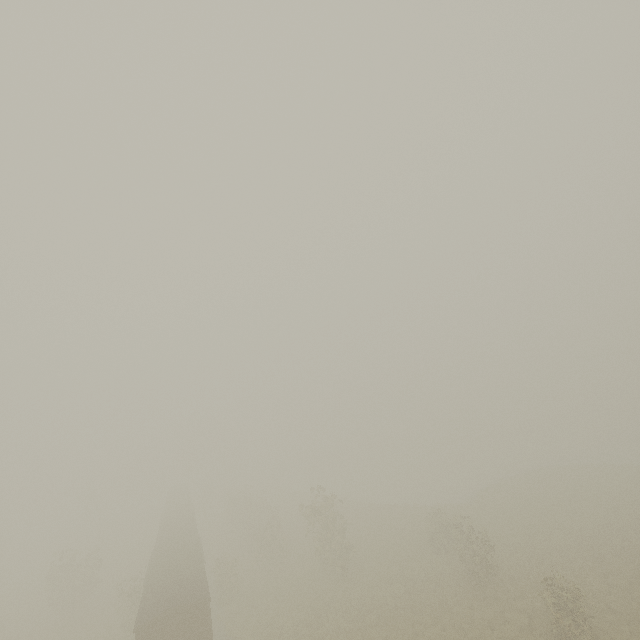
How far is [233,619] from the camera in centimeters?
2381cm
